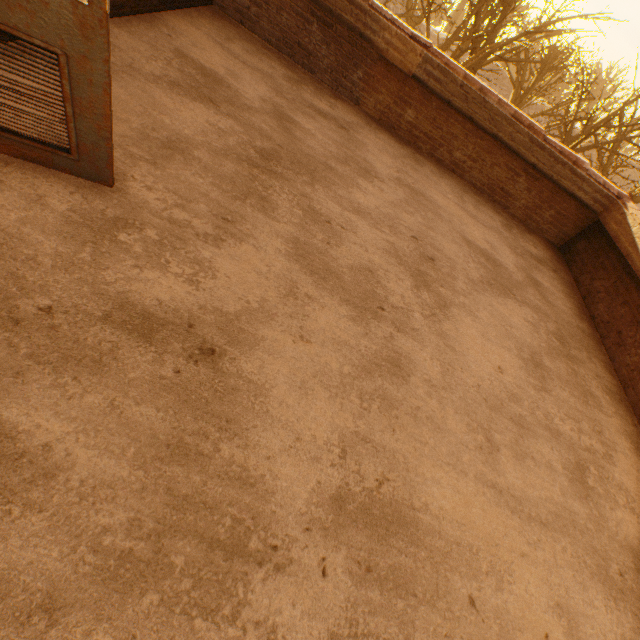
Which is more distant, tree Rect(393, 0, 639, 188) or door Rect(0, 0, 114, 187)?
tree Rect(393, 0, 639, 188)

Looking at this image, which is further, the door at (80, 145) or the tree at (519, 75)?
the tree at (519, 75)

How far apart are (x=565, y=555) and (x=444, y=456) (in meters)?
1.06
